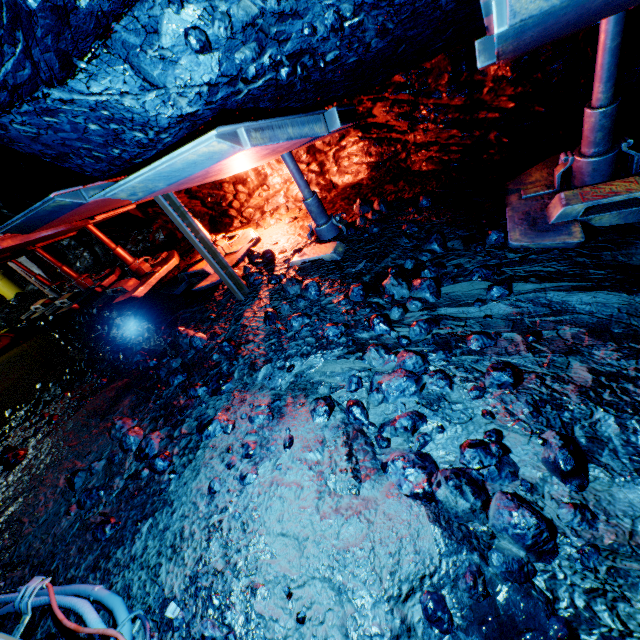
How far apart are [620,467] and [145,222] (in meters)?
10.82

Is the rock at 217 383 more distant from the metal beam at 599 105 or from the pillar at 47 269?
the metal beam at 599 105

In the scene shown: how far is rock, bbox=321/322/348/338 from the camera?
3.5 meters

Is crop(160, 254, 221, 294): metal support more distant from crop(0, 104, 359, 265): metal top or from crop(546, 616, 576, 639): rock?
crop(0, 104, 359, 265): metal top

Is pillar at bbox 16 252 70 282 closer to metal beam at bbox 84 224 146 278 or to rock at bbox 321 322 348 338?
rock at bbox 321 322 348 338

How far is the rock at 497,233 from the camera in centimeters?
353cm

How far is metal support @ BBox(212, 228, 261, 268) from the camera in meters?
6.0

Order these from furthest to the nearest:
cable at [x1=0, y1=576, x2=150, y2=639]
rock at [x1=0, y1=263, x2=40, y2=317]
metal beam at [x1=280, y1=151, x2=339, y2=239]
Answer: rock at [x1=0, y1=263, x2=40, y2=317] < metal beam at [x1=280, y1=151, x2=339, y2=239] < cable at [x1=0, y1=576, x2=150, y2=639]
